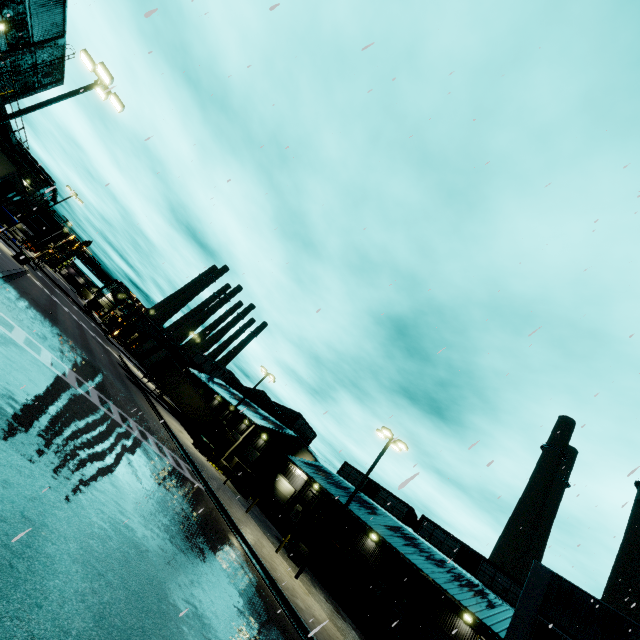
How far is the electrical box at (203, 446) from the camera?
29.2 meters

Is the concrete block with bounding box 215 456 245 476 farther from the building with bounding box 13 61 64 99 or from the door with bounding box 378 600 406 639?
the door with bounding box 378 600 406 639

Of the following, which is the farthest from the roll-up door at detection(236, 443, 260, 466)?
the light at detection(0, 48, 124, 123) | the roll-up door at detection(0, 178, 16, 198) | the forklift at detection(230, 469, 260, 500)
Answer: the light at detection(0, 48, 124, 123)

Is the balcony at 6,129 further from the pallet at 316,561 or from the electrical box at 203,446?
the pallet at 316,561

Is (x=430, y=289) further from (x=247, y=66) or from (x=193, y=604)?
(x=193, y=604)

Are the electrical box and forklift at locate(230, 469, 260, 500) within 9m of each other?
yes

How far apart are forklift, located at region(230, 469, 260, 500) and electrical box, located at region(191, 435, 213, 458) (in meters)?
3.83

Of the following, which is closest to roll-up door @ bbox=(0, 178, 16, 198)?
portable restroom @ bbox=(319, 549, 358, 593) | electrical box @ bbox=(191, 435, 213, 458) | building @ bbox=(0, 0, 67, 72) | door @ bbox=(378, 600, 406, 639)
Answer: building @ bbox=(0, 0, 67, 72)
